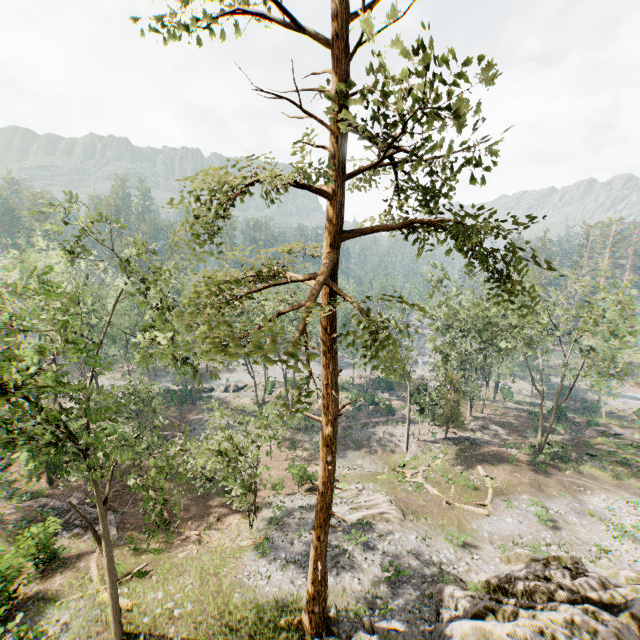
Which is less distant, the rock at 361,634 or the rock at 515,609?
the rock at 515,609

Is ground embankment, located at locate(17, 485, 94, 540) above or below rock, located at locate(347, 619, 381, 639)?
below

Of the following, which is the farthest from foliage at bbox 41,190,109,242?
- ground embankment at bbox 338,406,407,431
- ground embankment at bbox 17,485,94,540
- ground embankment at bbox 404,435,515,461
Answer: ground embankment at bbox 17,485,94,540

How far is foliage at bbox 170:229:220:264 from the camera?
7.5m

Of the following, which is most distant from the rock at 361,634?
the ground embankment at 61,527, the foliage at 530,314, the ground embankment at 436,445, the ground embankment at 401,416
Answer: the ground embankment at 401,416

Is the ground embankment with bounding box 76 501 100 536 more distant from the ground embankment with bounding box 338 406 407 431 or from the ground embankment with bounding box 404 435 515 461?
the ground embankment with bounding box 404 435 515 461

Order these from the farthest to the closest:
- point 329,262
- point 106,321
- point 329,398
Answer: point 106,321 → point 329,398 → point 329,262

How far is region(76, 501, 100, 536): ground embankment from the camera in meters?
23.0
